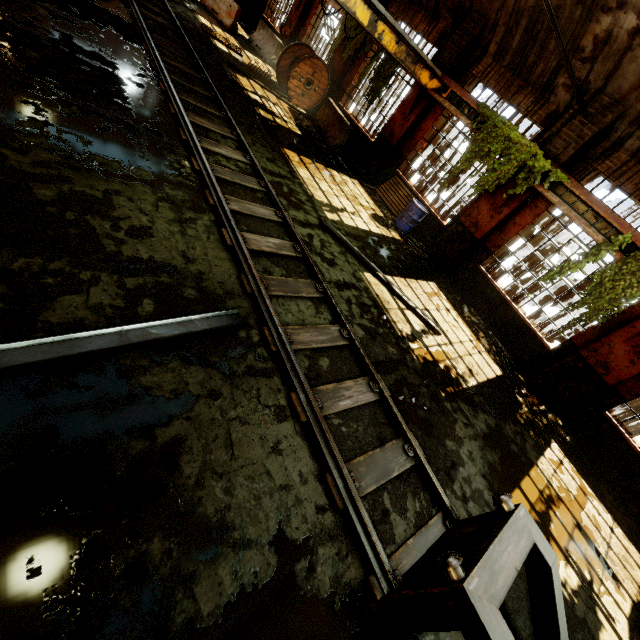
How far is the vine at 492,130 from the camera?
8.3m

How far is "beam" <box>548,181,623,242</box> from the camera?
7.4 meters

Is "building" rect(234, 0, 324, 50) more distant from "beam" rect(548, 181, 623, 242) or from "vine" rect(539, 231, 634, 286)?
"vine" rect(539, 231, 634, 286)

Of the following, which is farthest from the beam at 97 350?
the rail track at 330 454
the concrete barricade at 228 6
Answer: the concrete barricade at 228 6

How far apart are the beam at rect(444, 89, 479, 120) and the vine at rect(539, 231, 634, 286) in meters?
4.4

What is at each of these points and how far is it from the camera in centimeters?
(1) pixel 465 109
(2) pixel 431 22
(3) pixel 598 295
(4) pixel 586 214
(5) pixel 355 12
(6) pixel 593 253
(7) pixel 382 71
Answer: (1) beam, 977cm
(2) building, 1120cm
(3) vine, 743cm
(4) beam, 774cm
(5) overhead crane, 747cm
(6) vine, 755cm
(7) vine, 1168cm

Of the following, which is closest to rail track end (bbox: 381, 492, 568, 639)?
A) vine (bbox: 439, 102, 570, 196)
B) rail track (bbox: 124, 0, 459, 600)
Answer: rail track (bbox: 124, 0, 459, 600)

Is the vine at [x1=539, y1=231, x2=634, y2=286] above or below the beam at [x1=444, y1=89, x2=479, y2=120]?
below
